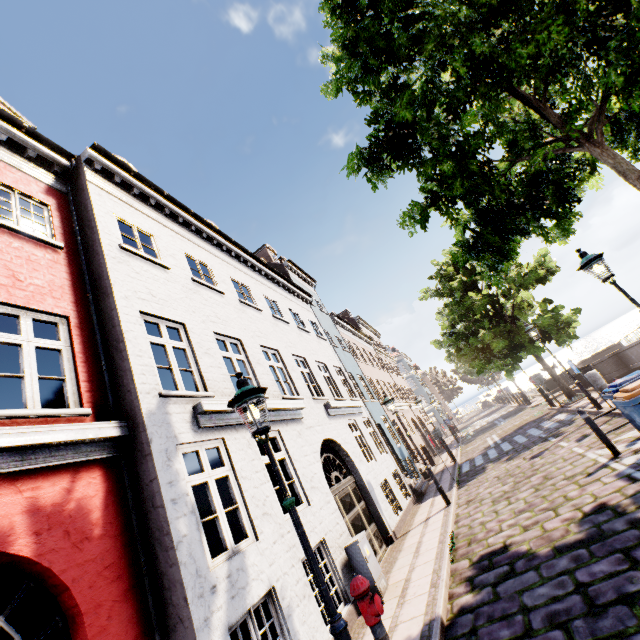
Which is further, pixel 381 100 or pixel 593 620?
pixel 381 100

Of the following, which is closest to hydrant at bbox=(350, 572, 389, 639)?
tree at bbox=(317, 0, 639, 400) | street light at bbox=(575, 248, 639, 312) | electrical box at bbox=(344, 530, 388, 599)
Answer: electrical box at bbox=(344, 530, 388, 599)

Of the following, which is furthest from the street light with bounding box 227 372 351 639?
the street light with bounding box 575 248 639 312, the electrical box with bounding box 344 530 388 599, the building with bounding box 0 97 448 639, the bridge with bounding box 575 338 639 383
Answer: the building with bounding box 0 97 448 639

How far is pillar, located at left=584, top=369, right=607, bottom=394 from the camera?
12.69m

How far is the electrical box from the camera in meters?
6.4

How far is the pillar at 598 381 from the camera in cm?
1269

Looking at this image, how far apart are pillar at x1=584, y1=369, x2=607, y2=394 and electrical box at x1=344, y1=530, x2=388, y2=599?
11.6m

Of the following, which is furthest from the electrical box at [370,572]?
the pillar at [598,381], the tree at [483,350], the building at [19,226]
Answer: the building at [19,226]
